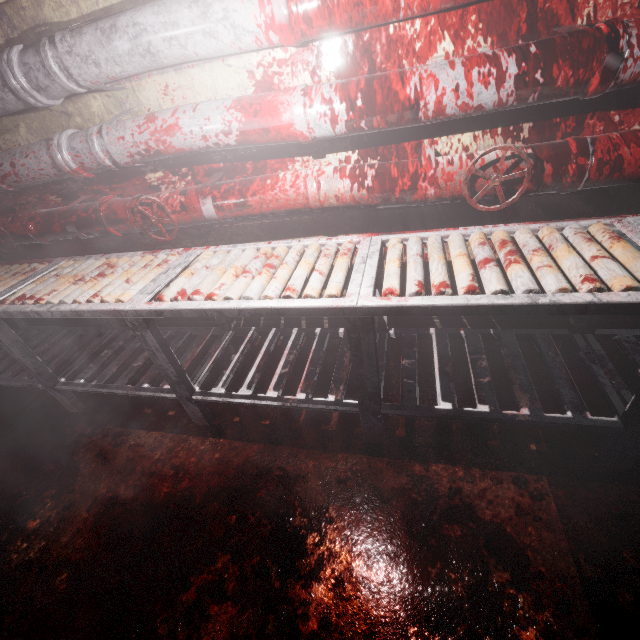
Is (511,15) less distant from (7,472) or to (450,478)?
(450,478)

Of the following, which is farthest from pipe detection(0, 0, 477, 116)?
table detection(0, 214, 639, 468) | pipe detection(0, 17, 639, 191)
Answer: table detection(0, 214, 639, 468)

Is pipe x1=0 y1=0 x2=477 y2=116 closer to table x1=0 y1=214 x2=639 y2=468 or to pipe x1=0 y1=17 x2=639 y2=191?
pipe x1=0 y1=17 x2=639 y2=191

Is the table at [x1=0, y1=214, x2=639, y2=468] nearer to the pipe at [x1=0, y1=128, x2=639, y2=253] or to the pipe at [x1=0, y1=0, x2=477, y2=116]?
the pipe at [x1=0, y1=128, x2=639, y2=253]

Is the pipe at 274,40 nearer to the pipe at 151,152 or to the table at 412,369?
the pipe at 151,152

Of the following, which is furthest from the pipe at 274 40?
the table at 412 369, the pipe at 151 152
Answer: the table at 412 369

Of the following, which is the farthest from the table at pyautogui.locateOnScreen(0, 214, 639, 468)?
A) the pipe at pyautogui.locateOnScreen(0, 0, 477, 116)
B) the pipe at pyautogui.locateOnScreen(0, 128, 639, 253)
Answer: the pipe at pyautogui.locateOnScreen(0, 0, 477, 116)

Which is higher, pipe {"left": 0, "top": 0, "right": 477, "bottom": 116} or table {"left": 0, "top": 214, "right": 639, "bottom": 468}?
pipe {"left": 0, "top": 0, "right": 477, "bottom": 116}
